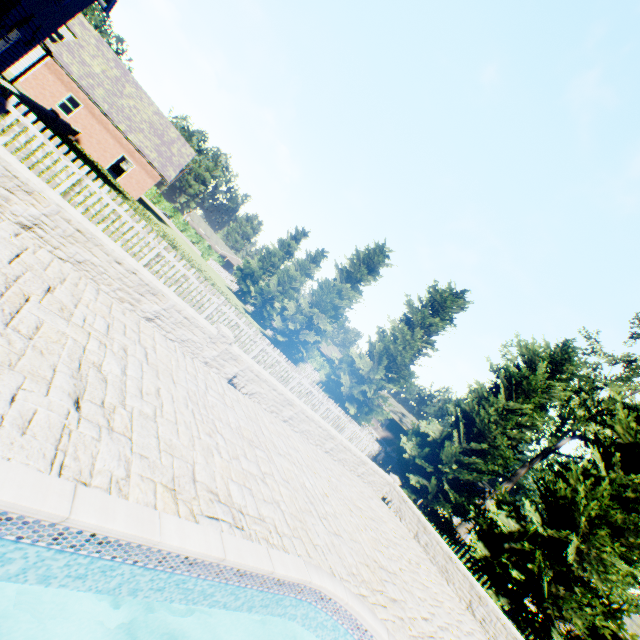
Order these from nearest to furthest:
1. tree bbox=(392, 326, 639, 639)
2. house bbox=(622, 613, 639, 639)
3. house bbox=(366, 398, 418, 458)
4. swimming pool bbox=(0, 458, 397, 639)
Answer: swimming pool bbox=(0, 458, 397, 639)
tree bbox=(392, 326, 639, 639)
house bbox=(622, 613, 639, 639)
house bbox=(366, 398, 418, 458)

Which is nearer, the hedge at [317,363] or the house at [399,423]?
the house at [399,423]

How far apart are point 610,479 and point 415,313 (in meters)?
11.75

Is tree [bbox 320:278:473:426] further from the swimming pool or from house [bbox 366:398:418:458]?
house [bbox 366:398:418:458]

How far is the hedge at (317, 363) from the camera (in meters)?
46.59

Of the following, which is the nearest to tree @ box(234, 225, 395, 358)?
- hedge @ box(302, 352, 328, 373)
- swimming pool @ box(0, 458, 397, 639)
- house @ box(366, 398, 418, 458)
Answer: hedge @ box(302, 352, 328, 373)

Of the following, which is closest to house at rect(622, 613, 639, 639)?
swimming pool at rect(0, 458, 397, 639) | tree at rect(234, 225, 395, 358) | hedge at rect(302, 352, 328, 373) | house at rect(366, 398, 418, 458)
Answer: tree at rect(234, 225, 395, 358)

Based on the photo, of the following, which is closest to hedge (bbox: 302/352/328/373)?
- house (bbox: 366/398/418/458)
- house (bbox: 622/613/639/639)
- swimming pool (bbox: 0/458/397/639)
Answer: house (bbox: 366/398/418/458)
